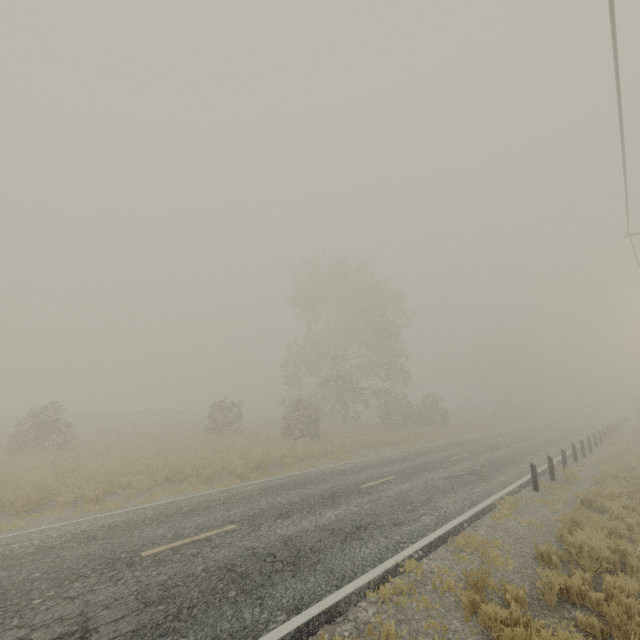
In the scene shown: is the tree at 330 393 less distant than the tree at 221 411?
No

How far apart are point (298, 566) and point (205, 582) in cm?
179

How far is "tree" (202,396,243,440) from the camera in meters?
24.7 m

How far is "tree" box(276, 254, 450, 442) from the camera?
29.75m

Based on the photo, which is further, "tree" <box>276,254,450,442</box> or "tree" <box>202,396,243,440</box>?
"tree" <box>276,254,450,442</box>

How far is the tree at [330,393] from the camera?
29.8 meters
